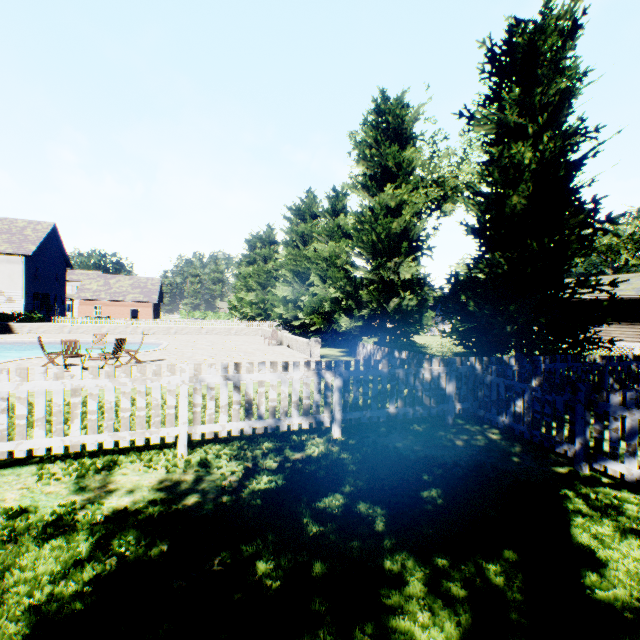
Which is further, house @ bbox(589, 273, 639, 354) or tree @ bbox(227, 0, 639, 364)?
house @ bbox(589, 273, 639, 354)

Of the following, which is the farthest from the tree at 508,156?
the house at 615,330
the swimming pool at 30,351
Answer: the swimming pool at 30,351

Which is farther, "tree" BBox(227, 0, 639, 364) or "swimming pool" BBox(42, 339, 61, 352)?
"swimming pool" BBox(42, 339, 61, 352)

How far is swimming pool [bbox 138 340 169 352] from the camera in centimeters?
1715cm

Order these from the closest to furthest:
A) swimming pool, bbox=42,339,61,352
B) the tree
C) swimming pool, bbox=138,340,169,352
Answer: Result: the tree, swimming pool, bbox=138,340,169,352, swimming pool, bbox=42,339,61,352

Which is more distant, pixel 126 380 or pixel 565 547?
pixel 126 380

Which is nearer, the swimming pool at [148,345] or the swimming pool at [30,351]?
the swimming pool at [30,351]
